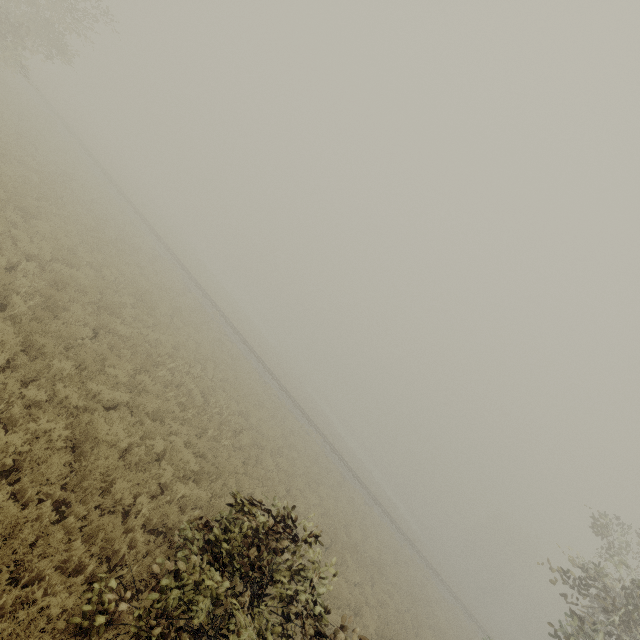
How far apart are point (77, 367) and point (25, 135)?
18.2m
